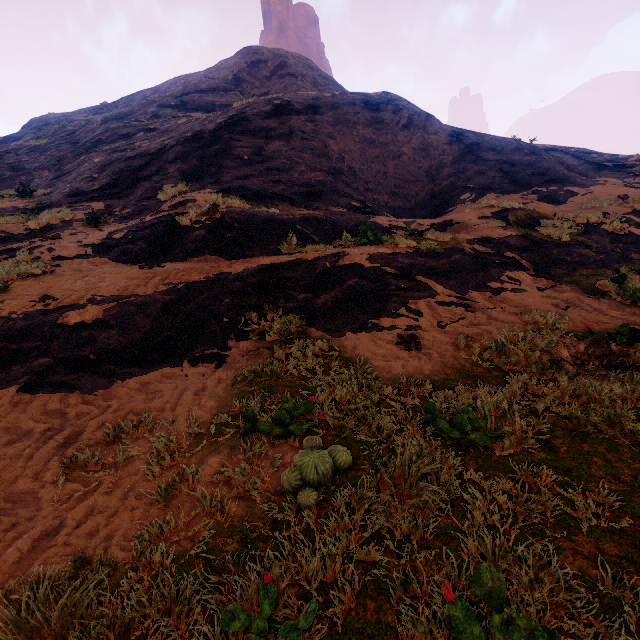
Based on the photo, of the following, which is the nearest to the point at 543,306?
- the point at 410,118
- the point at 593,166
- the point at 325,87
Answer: the point at 410,118
